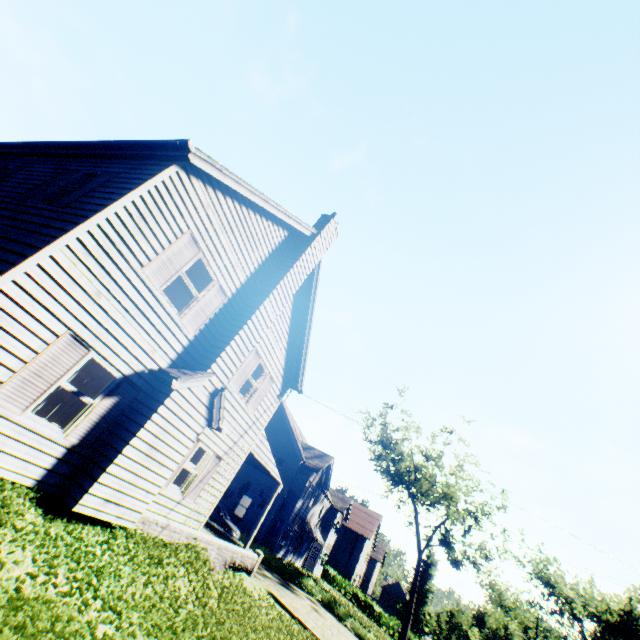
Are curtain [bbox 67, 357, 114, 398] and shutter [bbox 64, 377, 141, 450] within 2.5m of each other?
yes

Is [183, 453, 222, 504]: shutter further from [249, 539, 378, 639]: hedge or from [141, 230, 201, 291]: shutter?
[249, 539, 378, 639]: hedge

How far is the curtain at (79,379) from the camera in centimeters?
698cm

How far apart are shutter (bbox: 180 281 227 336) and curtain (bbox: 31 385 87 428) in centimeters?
278cm

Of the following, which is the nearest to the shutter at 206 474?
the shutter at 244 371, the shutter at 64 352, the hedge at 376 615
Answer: the shutter at 244 371

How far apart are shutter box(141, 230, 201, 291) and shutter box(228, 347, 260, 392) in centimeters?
427cm

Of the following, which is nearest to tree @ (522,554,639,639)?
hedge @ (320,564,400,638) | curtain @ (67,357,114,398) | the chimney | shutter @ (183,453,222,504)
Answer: hedge @ (320,564,400,638)

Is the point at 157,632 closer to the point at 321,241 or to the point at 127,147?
the point at 127,147
